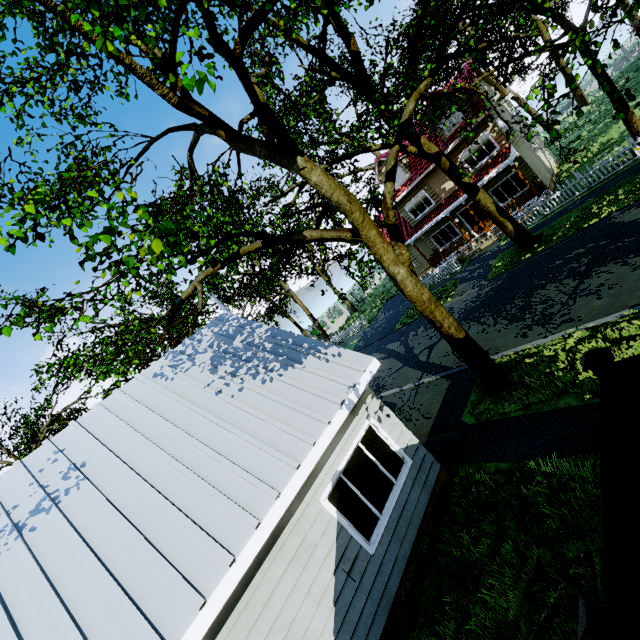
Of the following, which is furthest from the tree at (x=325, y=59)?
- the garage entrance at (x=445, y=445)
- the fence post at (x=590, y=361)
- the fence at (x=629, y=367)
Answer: the fence post at (x=590, y=361)

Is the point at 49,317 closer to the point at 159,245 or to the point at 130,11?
the point at 159,245

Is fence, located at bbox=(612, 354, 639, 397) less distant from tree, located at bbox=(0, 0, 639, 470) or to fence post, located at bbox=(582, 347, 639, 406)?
fence post, located at bbox=(582, 347, 639, 406)

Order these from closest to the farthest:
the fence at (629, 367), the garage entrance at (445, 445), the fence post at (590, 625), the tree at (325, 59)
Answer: the fence post at (590, 625), the fence at (629, 367), the tree at (325, 59), the garage entrance at (445, 445)

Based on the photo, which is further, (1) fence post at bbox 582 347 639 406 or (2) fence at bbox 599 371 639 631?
(1) fence post at bbox 582 347 639 406

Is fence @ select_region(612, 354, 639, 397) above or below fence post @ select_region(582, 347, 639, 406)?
below

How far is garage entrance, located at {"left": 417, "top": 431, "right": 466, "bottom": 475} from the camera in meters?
7.5

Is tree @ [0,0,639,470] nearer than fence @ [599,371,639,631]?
No
